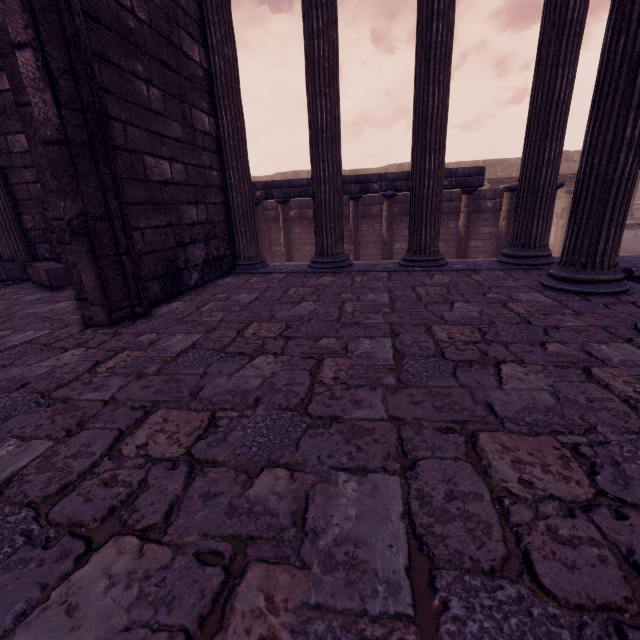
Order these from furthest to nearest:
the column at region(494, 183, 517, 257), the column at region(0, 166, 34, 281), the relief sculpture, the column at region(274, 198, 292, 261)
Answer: the relief sculpture, the column at region(274, 198, 292, 261), the column at region(494, 183, 517, 257), the column at region(0, 166, 34, 281)

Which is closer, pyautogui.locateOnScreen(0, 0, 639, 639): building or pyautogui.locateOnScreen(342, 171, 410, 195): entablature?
pyautogui.locateOnScreen(0, 0, 639, 639): building

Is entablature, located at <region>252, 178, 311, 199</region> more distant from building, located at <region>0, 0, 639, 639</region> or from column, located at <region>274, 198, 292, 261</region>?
building, located at <region>0, 0, 639, 639</region>

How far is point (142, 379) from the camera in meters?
1.9

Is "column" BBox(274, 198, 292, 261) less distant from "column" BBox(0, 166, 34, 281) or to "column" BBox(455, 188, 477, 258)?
"column" BBox(455, 188, 477, 258)

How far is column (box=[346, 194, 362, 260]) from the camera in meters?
9.8 m

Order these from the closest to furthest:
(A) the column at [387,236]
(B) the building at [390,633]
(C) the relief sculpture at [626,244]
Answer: (B) the building at [390,633] < (A) the column at [387,236] < (C) the relief sculpture at [626,244]

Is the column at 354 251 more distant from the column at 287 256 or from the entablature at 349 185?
the column at 287 256
